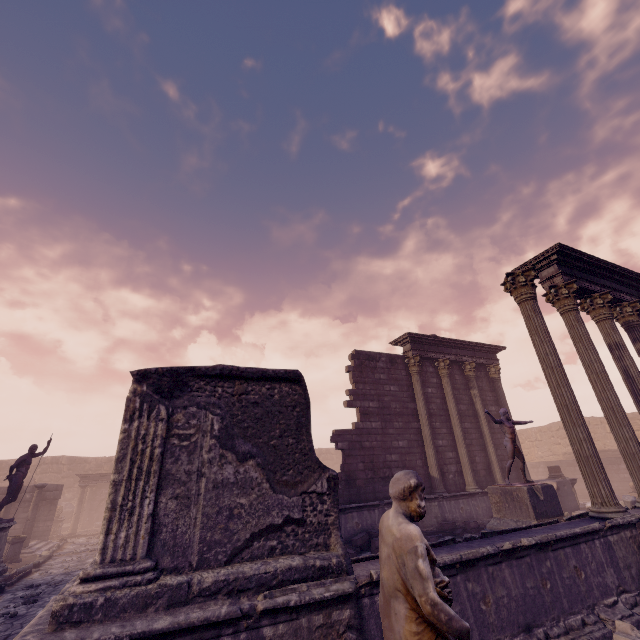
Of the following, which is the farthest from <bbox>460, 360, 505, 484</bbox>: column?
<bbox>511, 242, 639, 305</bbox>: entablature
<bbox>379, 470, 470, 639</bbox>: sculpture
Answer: <bbox>379, 470, 470, 639</bbox>: sculpture

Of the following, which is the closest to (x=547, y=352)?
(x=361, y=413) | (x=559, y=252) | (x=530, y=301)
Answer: (x=530, y=301)

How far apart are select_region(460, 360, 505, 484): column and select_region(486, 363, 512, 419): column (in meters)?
0.82

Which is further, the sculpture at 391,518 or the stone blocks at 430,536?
the stone blocks at 430,536

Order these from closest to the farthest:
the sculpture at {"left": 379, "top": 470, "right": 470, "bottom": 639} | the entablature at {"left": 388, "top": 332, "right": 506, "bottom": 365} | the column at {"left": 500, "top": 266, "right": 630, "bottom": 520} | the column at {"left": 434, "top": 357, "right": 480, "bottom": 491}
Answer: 1. the sculpture at {"left": 379, "top": 470, "right": 470, "bottom": 639}
2. the column at {"left": 500, "top": 266, "right": 630, "bottom": 520}
3. the column at {"left": 434, "top": 357, "right": 480, "bottom": 491}
4. the entablature at {"left": 388, "top": 332, "right": 506, "bottom": 365}

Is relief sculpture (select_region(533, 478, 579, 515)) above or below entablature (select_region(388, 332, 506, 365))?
below

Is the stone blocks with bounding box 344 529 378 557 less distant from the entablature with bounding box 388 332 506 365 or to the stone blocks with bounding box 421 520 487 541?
the stone blocks with bounding box 421 520 487 541

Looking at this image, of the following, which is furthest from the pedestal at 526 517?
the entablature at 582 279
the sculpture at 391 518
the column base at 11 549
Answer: the column base at 11 549
